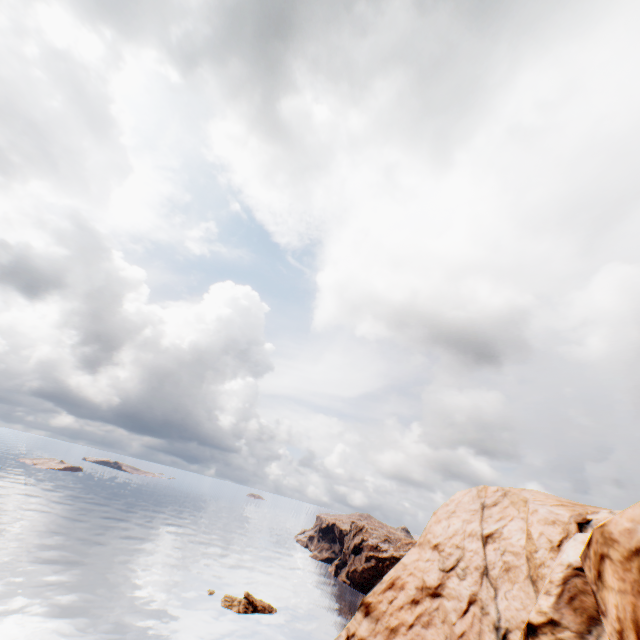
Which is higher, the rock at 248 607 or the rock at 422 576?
the rock at 422 576

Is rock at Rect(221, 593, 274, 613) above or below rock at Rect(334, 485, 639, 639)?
below

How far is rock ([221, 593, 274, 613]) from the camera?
56.84m

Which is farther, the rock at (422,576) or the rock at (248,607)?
the rock at (248,607)

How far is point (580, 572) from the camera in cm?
1602

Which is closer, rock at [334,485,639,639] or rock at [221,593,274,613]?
rock at [334,485,639,639]
